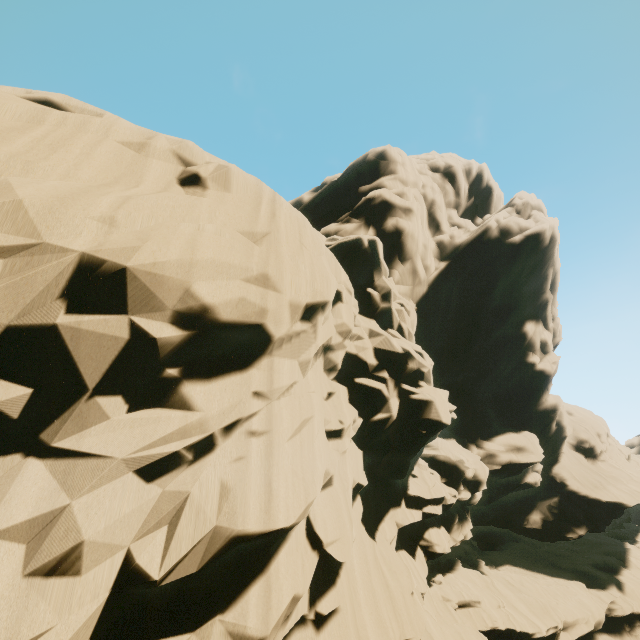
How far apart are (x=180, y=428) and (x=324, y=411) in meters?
6.1 m
